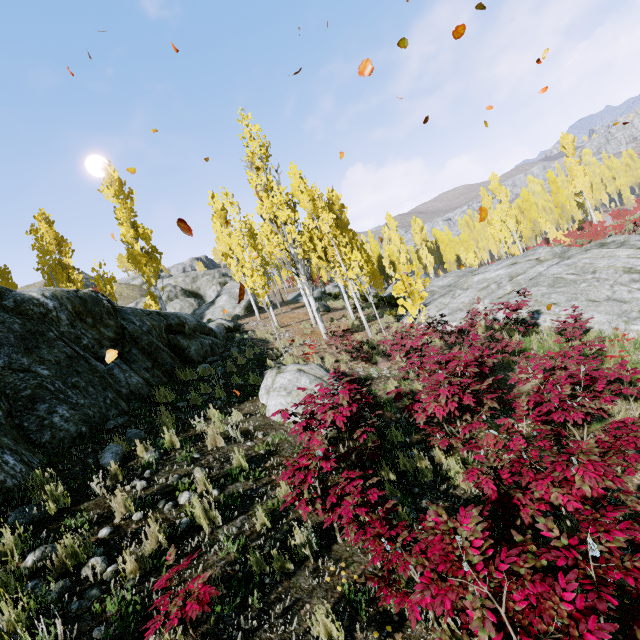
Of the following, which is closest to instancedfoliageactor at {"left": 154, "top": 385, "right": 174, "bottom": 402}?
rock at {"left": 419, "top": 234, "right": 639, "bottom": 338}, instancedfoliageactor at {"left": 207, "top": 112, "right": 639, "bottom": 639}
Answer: rock at {"left": 419, "top": 234, "right": 639, "bottom": 338}

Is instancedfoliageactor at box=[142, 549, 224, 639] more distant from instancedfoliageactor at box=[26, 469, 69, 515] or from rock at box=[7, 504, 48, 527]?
instancedfoliageactor at box=[26, 469, 69, 515]

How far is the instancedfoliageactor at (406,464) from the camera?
5.4 meters

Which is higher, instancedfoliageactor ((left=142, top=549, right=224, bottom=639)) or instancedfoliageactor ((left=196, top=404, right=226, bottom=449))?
instancedfoliageactor ((left=196, top=404, right=226, bottom=449))

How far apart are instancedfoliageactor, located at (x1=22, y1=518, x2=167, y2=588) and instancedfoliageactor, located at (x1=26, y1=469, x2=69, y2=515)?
0.5m

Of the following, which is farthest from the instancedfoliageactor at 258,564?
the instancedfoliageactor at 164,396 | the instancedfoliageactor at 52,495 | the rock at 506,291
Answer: the instancedfoliageactor at 52,495

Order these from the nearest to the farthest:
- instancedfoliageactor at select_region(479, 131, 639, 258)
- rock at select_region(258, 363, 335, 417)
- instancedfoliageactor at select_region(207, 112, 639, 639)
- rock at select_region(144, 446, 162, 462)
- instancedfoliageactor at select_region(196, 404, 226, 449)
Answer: instancedfoliageactor at select_region(207, 112, 639, 639) → rock at select_region(144, 446, 162, 462) → instancedfoliageactor at select_region(196, 404, 226, 449) → rock at select_region(258, 363, 335, 417) → instancedfoliageactor at select_region(479, 131, 639, 258)

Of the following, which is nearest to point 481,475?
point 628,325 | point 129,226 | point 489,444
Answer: point 489,444
